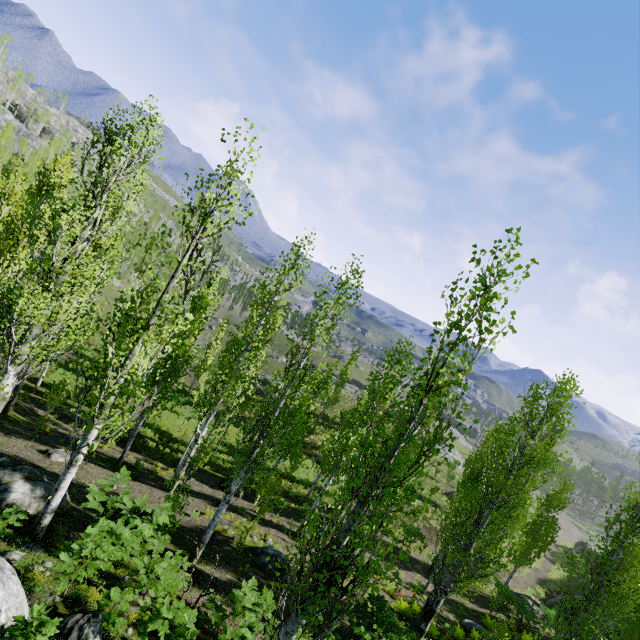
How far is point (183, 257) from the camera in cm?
696

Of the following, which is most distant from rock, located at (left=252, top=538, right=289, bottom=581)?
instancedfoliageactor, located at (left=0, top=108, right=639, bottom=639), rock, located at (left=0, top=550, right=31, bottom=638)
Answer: rock, located at (left=0, top=550, right=31, bottom=638)

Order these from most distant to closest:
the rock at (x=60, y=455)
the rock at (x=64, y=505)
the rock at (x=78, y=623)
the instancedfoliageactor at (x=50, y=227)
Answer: the rock at (x=60, y=455) → the rock at (x=64, y=505) → the rock at (x=78, y=623) → the instancedfoliageactor at (x=50, y=227)

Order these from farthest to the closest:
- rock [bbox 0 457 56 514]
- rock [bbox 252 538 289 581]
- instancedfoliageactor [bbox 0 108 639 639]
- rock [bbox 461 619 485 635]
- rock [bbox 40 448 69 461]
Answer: rock [bbox 461 619 485 635] < rock [bbox 40 448 69 461] < rock [bbox 252 538 289 581] < rock [bbox 0 457 56 514] < instancedfoliageactor [bbox 0 108 639 639]

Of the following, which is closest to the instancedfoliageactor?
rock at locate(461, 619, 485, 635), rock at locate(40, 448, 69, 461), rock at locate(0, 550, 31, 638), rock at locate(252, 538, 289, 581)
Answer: rock at locate(252, 538, 289, 581)

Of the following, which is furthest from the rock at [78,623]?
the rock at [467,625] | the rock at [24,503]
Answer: the rock at [467,625]

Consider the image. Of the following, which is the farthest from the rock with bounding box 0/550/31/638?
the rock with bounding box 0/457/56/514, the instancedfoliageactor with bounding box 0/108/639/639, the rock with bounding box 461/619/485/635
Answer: the rock with bounding box 461/619/485/635

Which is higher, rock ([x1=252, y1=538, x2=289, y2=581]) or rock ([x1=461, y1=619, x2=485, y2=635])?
rock ([x1=252, y1=538, x2=289, y2=581])
